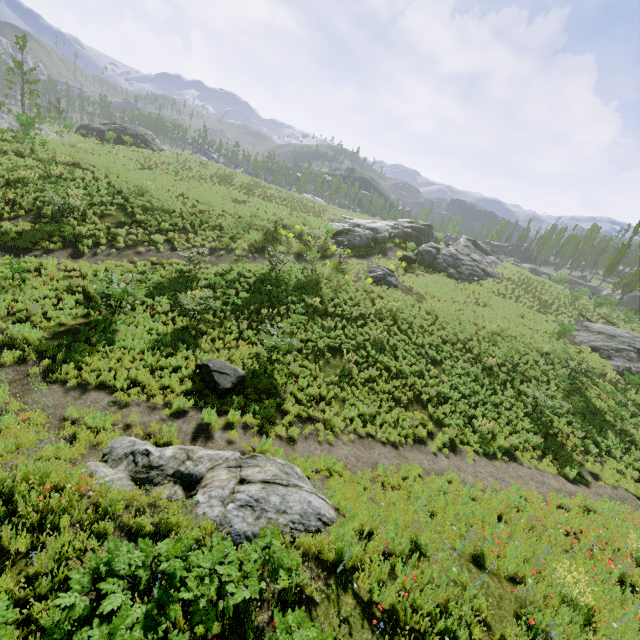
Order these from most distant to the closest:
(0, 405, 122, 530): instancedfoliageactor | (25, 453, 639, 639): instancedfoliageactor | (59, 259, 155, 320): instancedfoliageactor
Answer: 1. (59, 259, 155, 320): instancedfoliageactor
2. (0, 405, 122, 530): instancedfoliageactor
3. (25, 453, 639, 639): instancedfoliageactor

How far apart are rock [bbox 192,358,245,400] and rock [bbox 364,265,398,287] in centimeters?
1542cm

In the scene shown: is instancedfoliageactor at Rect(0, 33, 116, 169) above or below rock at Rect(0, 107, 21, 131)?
above

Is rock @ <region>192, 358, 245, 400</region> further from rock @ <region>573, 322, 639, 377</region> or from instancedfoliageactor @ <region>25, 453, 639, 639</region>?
rock @ <region>573, 322, 639, 377</region>

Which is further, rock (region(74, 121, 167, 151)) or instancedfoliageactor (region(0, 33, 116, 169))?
rock (region(74, 121, 167, 151))

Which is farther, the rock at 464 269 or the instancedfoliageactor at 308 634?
the rock at 464 269

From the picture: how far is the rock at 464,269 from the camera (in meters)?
31.73

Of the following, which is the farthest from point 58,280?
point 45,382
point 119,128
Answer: point 119,128
